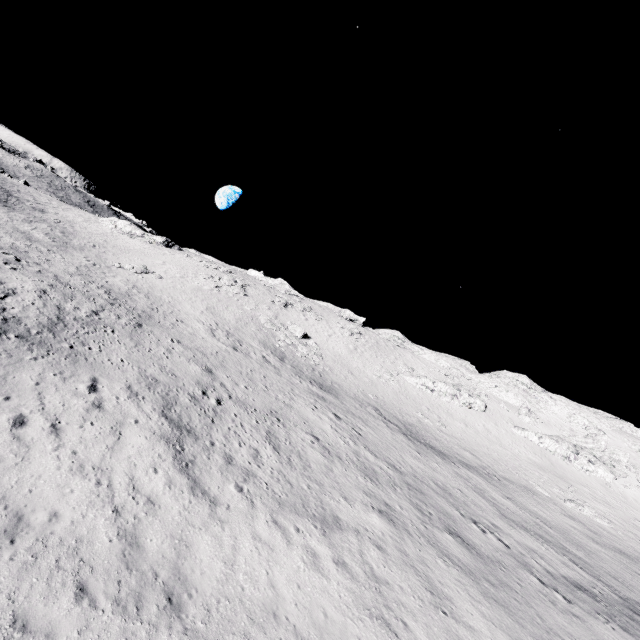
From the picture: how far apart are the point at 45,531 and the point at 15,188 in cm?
6497

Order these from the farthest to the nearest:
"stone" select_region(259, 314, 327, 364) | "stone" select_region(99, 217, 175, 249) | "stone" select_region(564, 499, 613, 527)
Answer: "stone" select_region(99, 217, 175, 249) < "stone" select_region(259, 314, 327, 364) < "stone" select_region(564, 499, 613, 527)

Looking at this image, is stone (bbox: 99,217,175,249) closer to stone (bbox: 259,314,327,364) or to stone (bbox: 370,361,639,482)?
stone (bbox: 259,314,327,364)

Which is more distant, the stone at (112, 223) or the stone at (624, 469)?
the stone at (112, 223)

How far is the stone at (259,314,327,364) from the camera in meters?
39.8

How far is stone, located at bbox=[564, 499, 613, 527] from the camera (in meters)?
29.77

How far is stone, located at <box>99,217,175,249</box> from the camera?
55.69m

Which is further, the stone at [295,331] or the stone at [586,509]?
the stone at [295,331]
